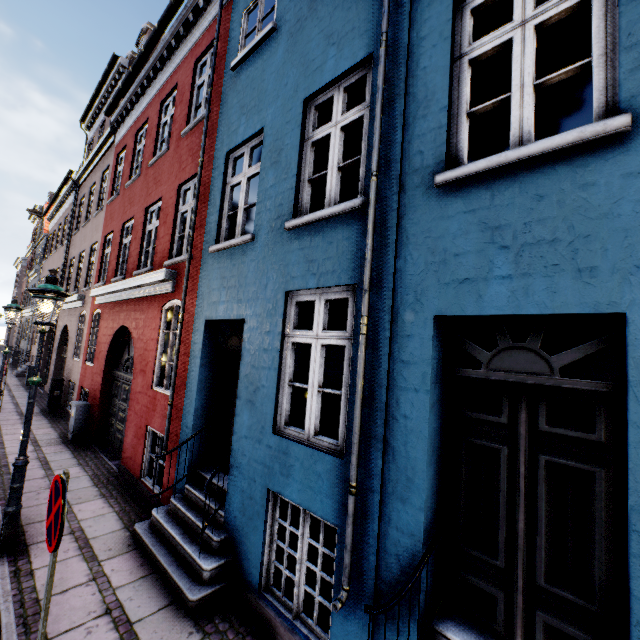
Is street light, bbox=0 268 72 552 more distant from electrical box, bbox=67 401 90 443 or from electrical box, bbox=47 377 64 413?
electrical box, bbox=47 377 64 413

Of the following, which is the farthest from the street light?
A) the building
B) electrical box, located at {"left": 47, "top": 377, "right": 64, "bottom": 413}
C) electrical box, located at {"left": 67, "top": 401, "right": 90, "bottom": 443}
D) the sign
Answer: electrical box, located at {"left": 47, "top": 377, "right": 64, "bottom": 413}

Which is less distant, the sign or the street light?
the sign

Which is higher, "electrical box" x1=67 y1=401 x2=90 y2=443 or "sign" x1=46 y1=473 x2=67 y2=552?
"sign" x1=46 y1=473 x2=67 y2=552

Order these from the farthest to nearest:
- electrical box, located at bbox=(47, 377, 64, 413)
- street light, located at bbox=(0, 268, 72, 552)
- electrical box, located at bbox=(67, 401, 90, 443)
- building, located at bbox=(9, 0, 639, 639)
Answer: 1. electrical box, located at bbox=(47, 377, 64, 413)
2. electrical box, located at bbox=(67, 401, 90, 443)
3. street light, located at bbox=(0, 268, 72, 552)
4. building, located at bbox=(9, 0, 639, 639)

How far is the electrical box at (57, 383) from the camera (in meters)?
11.93

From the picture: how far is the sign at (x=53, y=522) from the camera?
2.3 meters

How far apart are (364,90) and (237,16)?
4.7m
